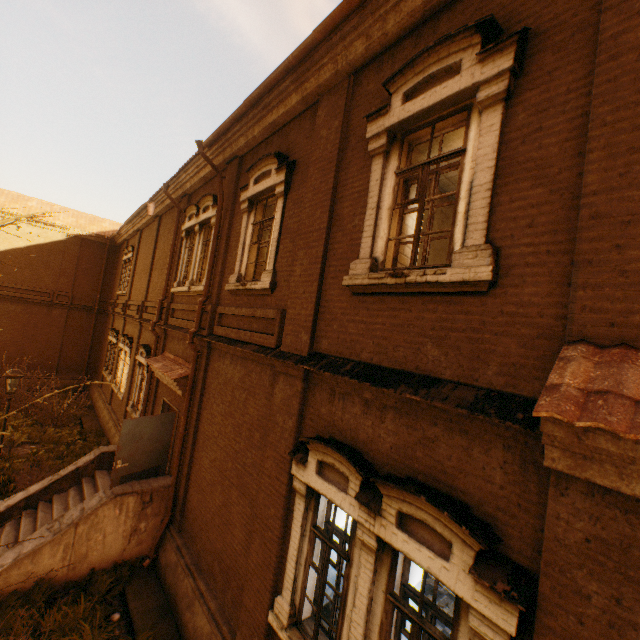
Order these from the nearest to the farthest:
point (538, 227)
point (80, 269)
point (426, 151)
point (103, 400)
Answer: point (538, 227) → point (426, 151) → point (103, 400) → point (80, 269)

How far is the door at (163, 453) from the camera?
8.0 meters

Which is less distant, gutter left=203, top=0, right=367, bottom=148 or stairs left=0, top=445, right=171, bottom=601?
gutter left=203, top=0, right=367, bottom=148

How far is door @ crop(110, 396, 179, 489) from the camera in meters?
8.0

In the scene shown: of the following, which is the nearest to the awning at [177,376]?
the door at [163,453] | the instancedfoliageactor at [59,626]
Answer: the door at [163,453]

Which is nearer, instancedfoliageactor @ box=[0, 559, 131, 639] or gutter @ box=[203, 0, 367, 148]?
gutter @ box=[203, 0, 367, 148]

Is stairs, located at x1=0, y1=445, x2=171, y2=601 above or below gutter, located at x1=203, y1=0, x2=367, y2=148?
below

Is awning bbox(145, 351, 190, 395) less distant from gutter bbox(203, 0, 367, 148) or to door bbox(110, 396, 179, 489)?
door bbox(110, 396, 179, 489)
